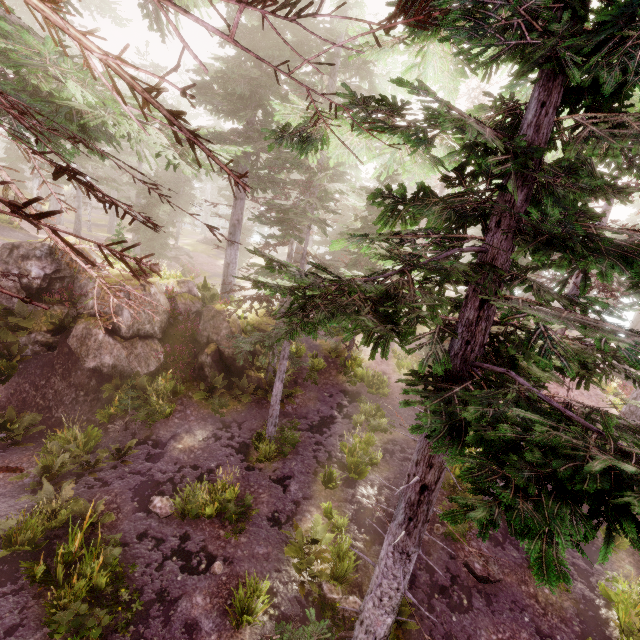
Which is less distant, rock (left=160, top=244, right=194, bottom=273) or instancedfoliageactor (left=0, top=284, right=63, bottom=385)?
instancedfoliageactor (left=0, top=284, right=63, bottom=385)

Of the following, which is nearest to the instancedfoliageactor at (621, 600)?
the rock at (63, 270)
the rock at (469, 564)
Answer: the rock at (63, 270)

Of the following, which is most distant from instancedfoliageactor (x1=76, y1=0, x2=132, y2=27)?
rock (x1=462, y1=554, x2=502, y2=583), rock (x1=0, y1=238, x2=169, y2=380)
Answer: rock (x1=462, y1=554, x2=502, y2=583)

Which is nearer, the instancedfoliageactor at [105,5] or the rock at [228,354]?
the rock at [228,354]

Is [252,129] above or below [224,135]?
above

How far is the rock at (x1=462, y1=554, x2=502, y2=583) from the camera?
9.2 meters

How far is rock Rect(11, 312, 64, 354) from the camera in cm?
1290
